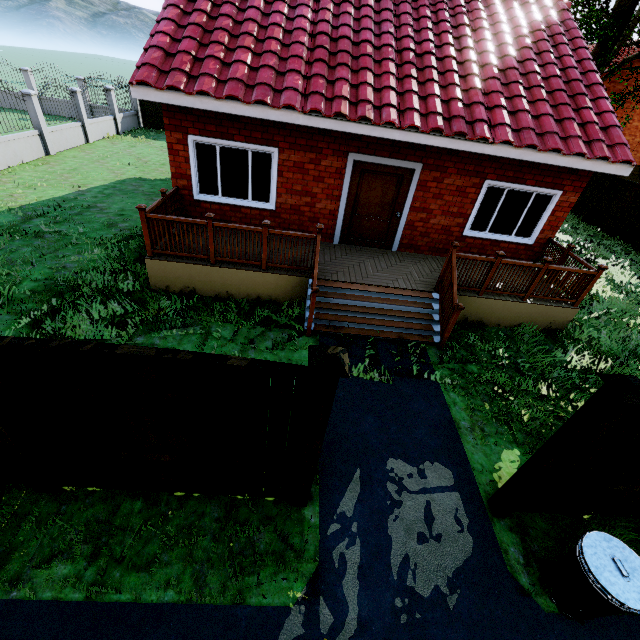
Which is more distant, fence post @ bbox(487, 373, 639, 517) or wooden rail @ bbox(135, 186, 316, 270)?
wooden rail @ bbox(135, 186, 316, 270)

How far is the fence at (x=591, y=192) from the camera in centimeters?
1663cm

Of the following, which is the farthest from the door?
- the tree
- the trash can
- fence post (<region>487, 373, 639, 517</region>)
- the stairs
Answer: the tree

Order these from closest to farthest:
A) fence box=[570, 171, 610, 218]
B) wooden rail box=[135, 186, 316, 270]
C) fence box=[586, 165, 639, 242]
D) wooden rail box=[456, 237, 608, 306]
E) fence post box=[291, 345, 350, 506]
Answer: fence post box=[291, 345, 350, 506], wooden rail box=[135, 186, 316, 270], wooden rail box=[456, 237, 608, 306], fence box=[586, 165, 639, 242], fence box=[570, 171, 610, 218]

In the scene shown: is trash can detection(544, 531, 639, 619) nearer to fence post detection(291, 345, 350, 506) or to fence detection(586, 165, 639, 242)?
fence detection(586, 165, 639, 242)

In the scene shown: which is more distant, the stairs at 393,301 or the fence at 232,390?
Result: the stairs at 393,301

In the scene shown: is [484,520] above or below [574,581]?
below

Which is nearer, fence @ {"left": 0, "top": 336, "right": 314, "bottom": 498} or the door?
fence @ {"left": 0, "top": 336, "right": 314, "bottom": 498}
